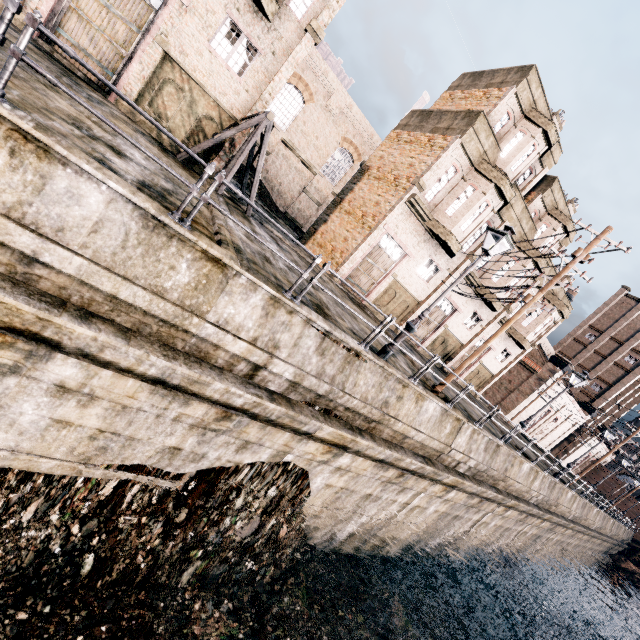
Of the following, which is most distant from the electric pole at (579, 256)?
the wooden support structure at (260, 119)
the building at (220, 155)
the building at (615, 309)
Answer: the building at (615, 309)

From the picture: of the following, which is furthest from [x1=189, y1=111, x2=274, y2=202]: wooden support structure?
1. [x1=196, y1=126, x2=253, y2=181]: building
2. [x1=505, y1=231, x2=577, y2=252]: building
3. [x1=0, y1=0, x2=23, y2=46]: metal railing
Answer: [x1=0, y1=0, x2=23, y2=46]: metal railing

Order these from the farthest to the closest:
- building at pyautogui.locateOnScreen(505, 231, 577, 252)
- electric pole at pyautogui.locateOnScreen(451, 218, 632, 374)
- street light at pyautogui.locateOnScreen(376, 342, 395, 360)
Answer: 1. building at pyautogui.locateOnScreen(505, 231, 577, 252)
2. electric pole at pyautogui.locateOnScreen(451, 218, 632, 374)
3. street light at pyautogui.locateOnScreen(376, 342, 395, 360)

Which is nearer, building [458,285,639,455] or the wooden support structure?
the wooden support structure

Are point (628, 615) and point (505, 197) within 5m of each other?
no

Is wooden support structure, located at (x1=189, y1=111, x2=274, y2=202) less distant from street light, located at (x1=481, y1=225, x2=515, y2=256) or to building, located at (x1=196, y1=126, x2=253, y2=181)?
building, located at (x1=196, y1=126, x2=253, y2=181)

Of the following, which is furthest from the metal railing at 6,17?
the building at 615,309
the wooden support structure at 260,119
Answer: the building at 615,309

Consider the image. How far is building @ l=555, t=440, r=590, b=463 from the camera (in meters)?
55.47
